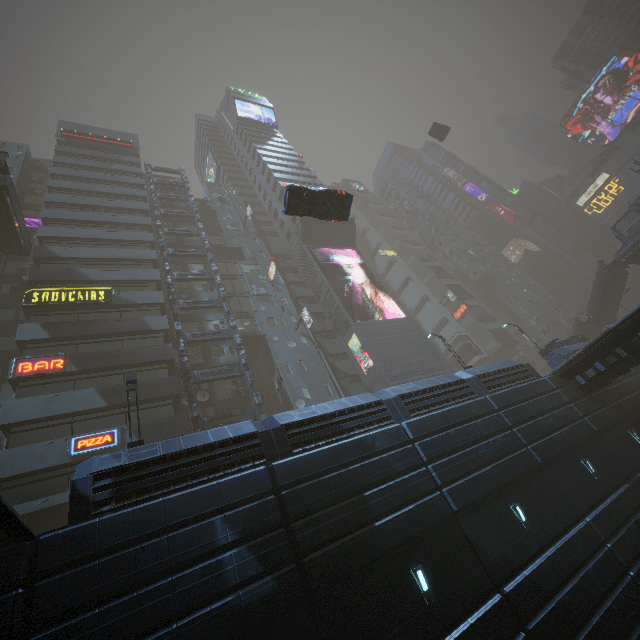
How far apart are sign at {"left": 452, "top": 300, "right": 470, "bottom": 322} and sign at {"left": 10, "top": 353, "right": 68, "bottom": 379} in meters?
56.0

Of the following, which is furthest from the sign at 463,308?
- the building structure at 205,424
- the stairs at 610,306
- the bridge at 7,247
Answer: the bridge at 7,247

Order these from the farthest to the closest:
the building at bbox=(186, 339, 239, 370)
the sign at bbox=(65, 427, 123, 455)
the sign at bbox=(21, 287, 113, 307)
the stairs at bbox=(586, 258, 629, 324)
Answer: the stairs at bbox=(586, 258, 629, 324), the building at bbox=(186, 339, 239, 370), the sign at bbox=(21, 287, 113, 307), the sign at bbox=(65, 427, 123, 455)

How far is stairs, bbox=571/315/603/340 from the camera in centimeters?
3853cm

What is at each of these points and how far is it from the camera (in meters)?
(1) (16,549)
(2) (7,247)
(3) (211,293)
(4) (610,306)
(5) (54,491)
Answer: (1) building, 7.45
(2) bridge, 25.84
(3) building, 33.66
(4) stairs, 39.00
(5) building, 16.19

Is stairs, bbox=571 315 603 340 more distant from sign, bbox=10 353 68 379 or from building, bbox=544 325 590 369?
sign, bbox=10 353 68 379

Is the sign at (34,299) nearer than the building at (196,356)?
Yes

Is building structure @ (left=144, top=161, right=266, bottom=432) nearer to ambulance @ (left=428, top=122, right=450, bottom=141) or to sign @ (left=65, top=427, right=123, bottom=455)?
sign @ (left=65, top=427, right=123, bottom=455)
